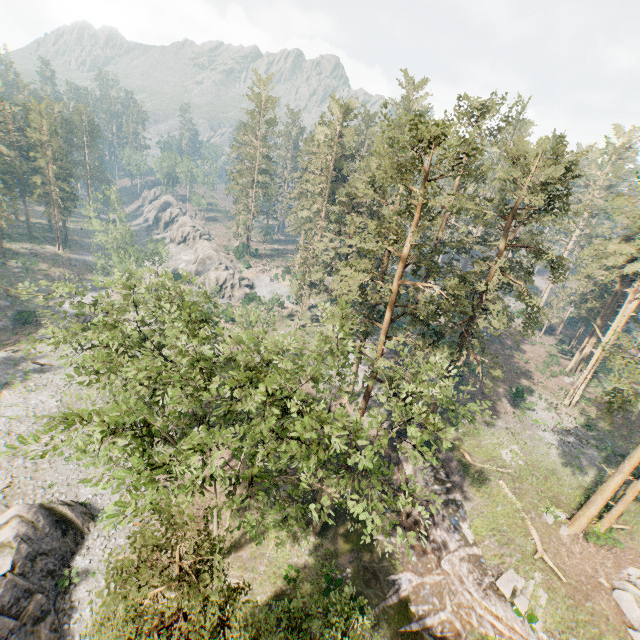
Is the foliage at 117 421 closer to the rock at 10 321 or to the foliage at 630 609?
the foliage at 630 609

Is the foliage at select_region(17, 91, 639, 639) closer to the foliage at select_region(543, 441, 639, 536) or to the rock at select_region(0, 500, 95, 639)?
the foliage at select_region(543, 441, 639, 536)

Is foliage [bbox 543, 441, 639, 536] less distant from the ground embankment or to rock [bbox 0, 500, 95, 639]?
the ground embankment

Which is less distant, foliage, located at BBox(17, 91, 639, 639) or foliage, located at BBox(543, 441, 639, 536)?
foliage, located at BBox(17, 91, 639, 639)

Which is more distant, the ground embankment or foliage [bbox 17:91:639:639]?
the ground embankment

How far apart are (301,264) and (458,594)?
40.2m

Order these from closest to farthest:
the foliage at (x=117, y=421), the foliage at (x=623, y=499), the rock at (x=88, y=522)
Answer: the foliage at (x=117, y=421) → the rock at (x=88, y=522) → the foliage at (x=623, y=499)

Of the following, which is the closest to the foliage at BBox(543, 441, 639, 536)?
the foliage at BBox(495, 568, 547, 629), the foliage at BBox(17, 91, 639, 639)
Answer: the foliage at BBox(17, 91, 639, 639)
